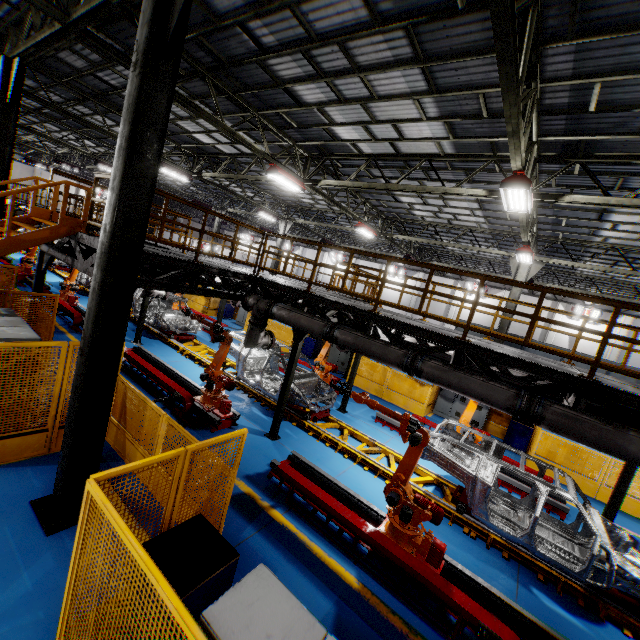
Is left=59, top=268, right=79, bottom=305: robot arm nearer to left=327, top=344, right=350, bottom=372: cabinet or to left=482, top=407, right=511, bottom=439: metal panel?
left=482, top=407, right=511, bottom=439: metal panel

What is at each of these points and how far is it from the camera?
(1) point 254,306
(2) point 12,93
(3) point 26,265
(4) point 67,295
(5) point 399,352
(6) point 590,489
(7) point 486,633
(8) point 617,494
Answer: (1) vent pipe, 8.8m
(2) metal pole, 8.4m
(3) robot arm, 18.9m
(4) robot arm, 15.1m
(5) vent pipe, 6.5m
(6) metal panel, 10.8m
(7) plug, 4.4m
(8) metal pole, 7.8m

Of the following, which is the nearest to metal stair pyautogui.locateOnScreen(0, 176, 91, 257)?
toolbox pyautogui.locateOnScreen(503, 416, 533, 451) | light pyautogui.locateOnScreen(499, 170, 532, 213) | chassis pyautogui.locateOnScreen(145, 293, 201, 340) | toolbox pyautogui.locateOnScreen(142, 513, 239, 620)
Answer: chassis pyautogui.locateOnScreen(145, 293, 201, 340)

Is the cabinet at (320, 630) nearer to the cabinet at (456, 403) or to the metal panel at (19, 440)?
the metal panel at (19, 440)

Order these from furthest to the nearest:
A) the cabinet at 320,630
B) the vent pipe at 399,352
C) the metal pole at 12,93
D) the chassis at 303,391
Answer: the chassis at 303,391
the metal pole at 12,93
the vent pipe at 399,352
the cabinet at 320,630

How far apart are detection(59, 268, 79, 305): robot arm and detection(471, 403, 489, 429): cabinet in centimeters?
1720cm

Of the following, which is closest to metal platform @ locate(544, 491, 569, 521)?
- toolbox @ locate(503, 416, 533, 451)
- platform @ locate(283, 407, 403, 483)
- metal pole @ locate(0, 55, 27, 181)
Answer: platform @ locate(283, 407, 403, 483)

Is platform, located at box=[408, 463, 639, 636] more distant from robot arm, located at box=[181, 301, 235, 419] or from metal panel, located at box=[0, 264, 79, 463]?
metal panel, located at box=[0, 264, 79, 463]
